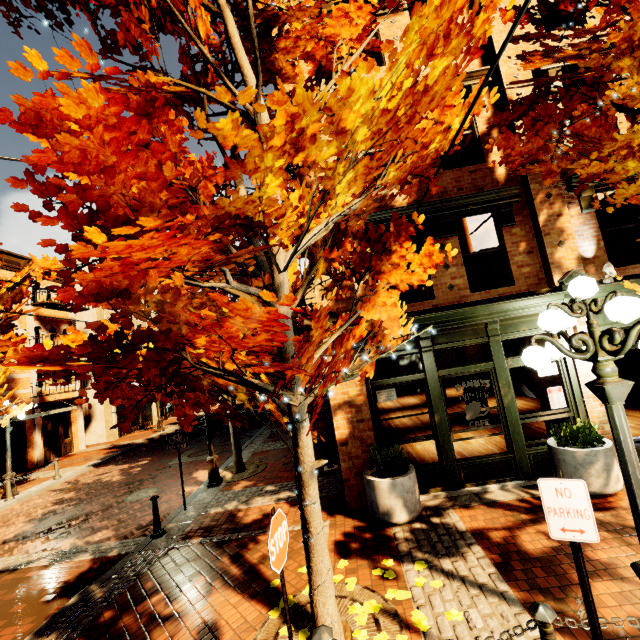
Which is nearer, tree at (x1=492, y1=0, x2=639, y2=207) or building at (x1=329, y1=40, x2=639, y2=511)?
tree at (x1=492, y1=0, x2=639, y2=207)

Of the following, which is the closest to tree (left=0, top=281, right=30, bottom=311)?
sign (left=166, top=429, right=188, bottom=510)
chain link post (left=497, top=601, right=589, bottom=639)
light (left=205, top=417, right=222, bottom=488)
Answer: light (left=205, top=417, right=222, bottom=488)

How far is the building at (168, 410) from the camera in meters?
28.4 m

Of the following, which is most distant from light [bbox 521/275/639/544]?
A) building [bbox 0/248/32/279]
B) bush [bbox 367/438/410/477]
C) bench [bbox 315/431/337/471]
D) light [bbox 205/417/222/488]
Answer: building [bbox 0/248/32/279]

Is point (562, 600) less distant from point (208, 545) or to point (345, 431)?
point (345, 431)

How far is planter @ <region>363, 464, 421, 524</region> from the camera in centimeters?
591cm

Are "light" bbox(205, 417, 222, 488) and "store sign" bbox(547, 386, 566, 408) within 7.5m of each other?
no

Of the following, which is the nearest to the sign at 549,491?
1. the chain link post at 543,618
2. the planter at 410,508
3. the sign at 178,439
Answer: the chain link post at 543,618
